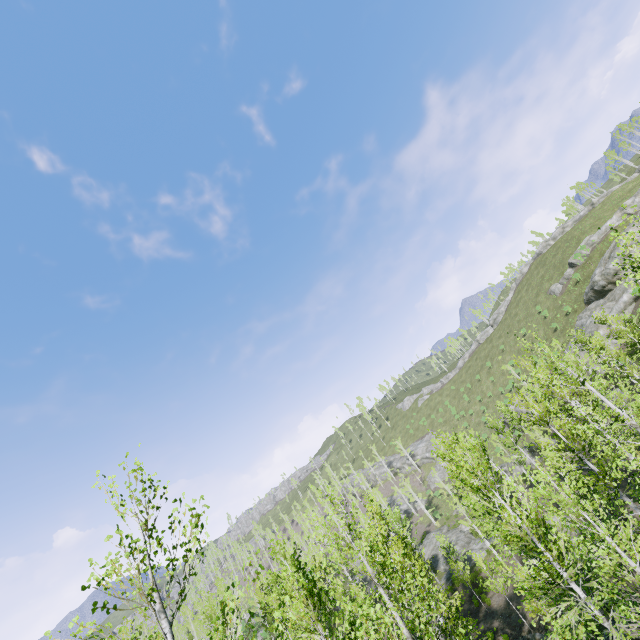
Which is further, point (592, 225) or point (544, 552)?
point (592, 225)

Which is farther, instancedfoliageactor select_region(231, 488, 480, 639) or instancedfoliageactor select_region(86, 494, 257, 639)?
instancedfoliageactor select_region(231, 488, 480, 639)

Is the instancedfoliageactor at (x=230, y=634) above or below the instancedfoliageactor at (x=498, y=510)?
above

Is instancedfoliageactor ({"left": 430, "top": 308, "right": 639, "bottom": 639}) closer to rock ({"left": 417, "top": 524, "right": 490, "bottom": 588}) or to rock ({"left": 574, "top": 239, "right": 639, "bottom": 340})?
rock ({"left": 417, "top": 524, "right": 490, "bottom": 588})

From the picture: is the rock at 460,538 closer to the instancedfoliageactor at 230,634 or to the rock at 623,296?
the instancedfoliageactor at 230,634

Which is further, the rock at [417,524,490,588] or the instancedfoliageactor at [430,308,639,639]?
the rock at [417,524,490,588]

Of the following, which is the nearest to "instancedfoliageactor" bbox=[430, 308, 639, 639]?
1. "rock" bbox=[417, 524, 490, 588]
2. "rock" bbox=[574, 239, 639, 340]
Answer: "rock" bbox=[417, 524, 490, 588]
